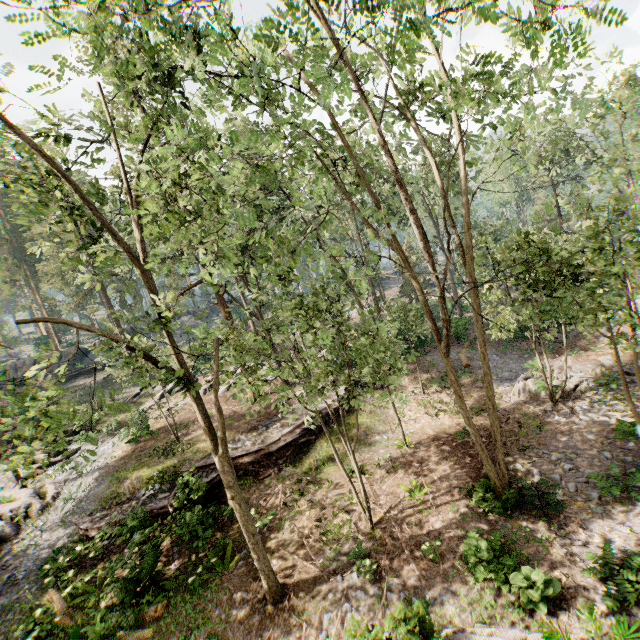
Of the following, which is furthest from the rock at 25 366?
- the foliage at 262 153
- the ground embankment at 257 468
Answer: the ground embankment at 257 468

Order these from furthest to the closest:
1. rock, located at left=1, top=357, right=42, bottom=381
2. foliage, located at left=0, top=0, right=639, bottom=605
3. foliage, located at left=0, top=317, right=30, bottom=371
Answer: rock, located at left=1, top=357, right=42, bottom=381 → foliage, located at left=0, top=317, right=30, bottom=371 → foliage, located at left=0, top=0, right=639, bottom=605

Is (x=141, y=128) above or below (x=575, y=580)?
above

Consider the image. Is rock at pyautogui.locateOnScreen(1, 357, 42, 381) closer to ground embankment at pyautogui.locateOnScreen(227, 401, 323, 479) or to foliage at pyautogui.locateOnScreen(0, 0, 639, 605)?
foliage at pyautogui.locateOnScreen(0, 0, 639, 605)

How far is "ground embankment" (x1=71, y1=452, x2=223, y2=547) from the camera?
12.7m
